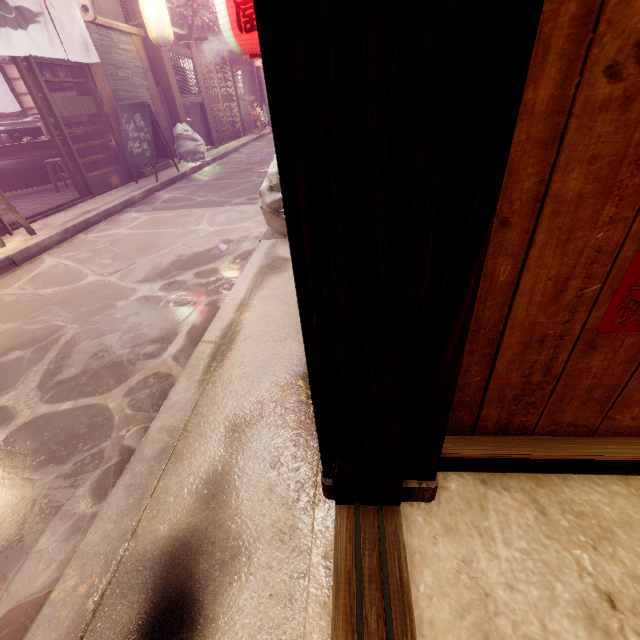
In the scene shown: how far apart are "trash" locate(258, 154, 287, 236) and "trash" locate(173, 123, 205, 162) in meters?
12.4

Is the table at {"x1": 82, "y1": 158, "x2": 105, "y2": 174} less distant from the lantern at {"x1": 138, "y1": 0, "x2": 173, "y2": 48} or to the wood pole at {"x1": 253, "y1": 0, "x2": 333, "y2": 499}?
the lantern at {"x1": 138, "y1": 0, "x2": 173, "y2": 48}

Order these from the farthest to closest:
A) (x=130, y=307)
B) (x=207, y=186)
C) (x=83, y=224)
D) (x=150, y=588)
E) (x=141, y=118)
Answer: (x=207, y=186), (x=141, y=118), (x=83, y=224), (x=130, y=307), (x=150, y=588)

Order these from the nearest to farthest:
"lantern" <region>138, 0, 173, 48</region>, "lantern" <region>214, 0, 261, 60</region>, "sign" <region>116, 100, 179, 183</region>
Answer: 1. "lantern" <region>214, 0, 261, 60</region>
2. "sign" <region>116, 100, 179, 183</region>
3. "lantern" <region>138, 0, 173, 48</region>

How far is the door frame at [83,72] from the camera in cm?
996

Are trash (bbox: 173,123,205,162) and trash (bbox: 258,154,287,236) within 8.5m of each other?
no

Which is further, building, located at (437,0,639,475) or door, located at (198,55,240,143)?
door, located at (198,55,240,143)

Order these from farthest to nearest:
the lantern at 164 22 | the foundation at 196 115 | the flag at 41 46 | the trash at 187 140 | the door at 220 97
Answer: the door at 220 97 → the foundation at 196 115 → the trash at 187 140 → the lantern at 164 22 → the flag at 41 46
